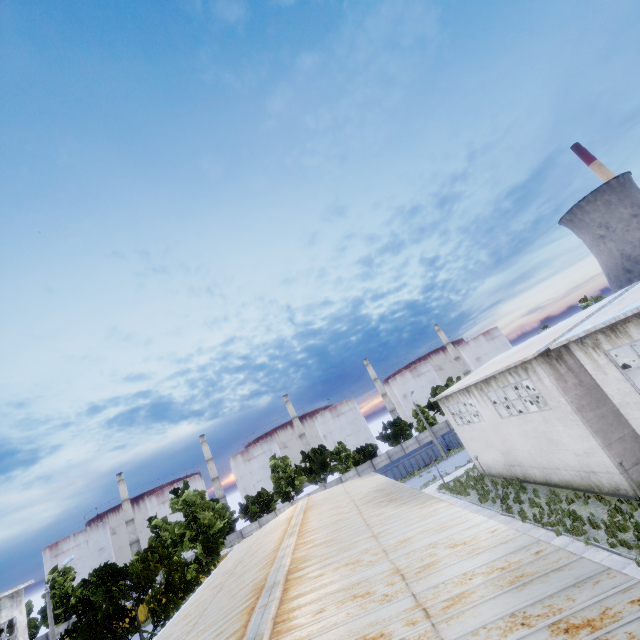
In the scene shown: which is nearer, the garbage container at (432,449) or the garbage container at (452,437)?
the garbage container at (432,449)

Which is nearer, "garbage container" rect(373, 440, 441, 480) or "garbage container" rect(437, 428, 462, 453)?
"garbage container" rect(373, 440, 441, 480)

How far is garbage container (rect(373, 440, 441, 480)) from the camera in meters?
46.7 m

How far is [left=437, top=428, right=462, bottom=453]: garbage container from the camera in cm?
4802

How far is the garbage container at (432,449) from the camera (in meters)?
46.66

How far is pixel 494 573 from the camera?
6.30m
